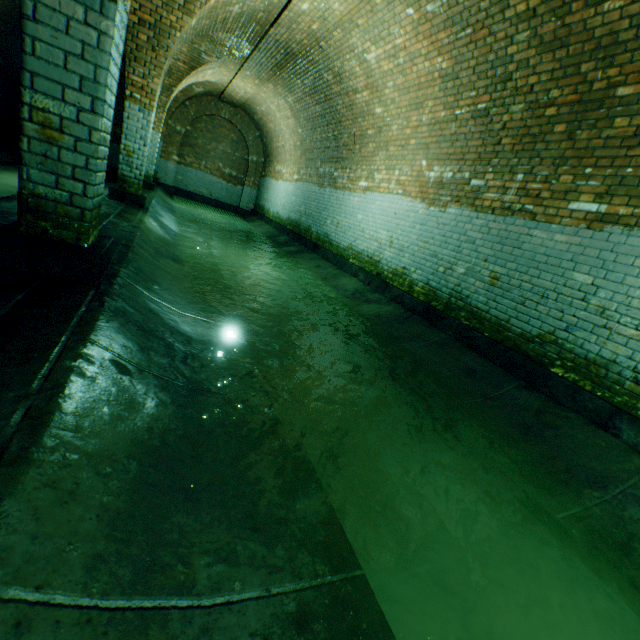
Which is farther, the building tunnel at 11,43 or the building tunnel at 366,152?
the building tunnel at 11,43

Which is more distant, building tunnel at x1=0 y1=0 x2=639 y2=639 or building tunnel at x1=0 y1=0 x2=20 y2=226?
building tunnel at x1=0 y1=0 x2=20 y2=226

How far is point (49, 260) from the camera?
2.3m
